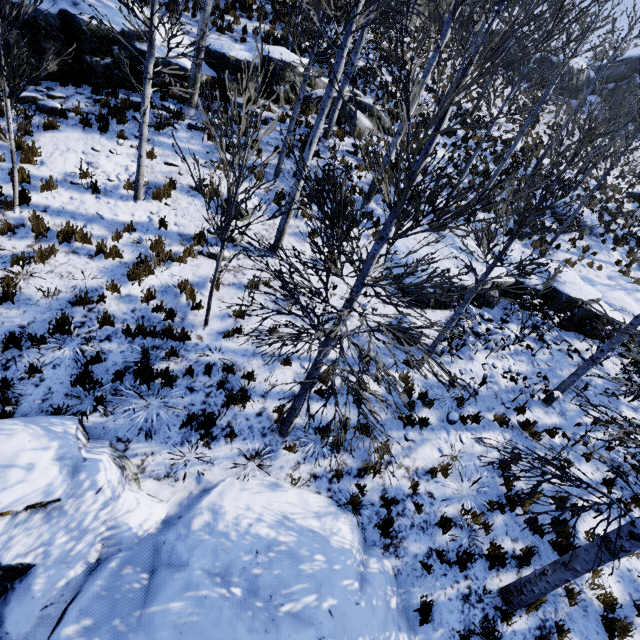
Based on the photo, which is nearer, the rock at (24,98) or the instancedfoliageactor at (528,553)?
the instancedfoliageactor at (528,553)

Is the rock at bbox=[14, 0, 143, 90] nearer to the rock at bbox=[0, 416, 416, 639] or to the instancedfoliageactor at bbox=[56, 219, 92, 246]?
the instancedfoliageactor at bbox=[56, 219, 92, 246]

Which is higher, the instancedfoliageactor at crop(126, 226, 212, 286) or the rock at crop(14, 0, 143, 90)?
the rock at crop(14, 0, 143, 90)

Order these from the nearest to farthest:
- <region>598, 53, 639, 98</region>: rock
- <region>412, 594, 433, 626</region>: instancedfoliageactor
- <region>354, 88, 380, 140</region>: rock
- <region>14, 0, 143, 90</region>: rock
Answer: <region>412, 594, 433, 626</region>: instancedfoliageactor
<region>14, 0, 143, 90</region>: rock
<region>354, 88, 380, 140</region>: rock
<region>598, 53, 639, 98</region>: rock

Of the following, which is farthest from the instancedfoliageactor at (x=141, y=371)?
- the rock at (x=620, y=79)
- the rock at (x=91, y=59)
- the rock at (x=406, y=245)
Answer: the rock at (x=620, y=79)

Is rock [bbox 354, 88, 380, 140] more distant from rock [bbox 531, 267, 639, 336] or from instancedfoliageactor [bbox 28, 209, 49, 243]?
instancedfoliageactor [bbox 28, 209, 49, 243]

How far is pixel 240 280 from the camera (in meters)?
8.22

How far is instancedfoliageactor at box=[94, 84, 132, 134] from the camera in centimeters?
876cm
